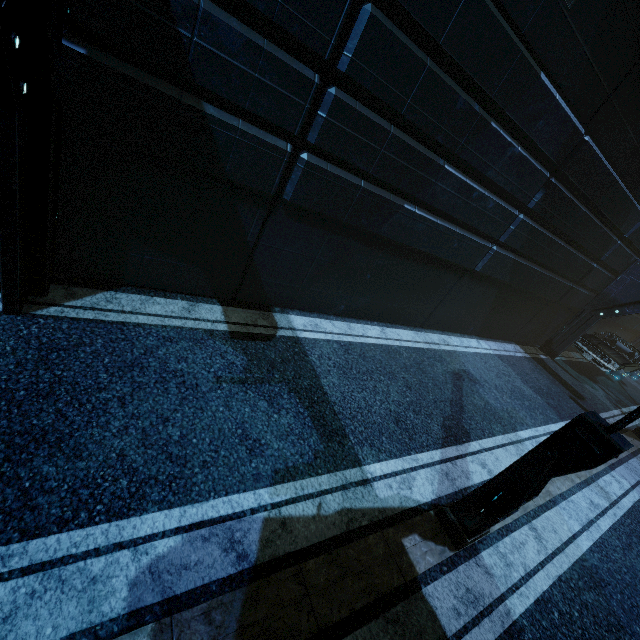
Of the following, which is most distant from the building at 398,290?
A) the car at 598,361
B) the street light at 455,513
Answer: the street light at 455,513

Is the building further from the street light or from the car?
the street light

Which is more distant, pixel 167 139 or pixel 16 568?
pixel 167 139

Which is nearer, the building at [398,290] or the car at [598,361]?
the building at [398,290]

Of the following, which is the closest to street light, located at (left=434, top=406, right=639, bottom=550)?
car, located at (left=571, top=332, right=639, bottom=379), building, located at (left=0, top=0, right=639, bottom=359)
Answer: building, located at (left=0, top=0, right=639, bottom=359)

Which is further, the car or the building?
the car

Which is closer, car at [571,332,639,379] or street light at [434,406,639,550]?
street light at [434,406,639,550]
